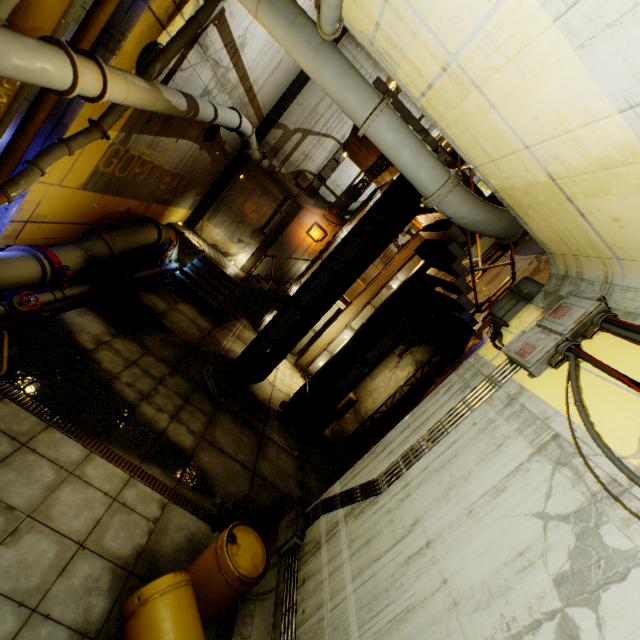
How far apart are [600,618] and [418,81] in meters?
5.3

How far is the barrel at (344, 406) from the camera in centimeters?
1331cm

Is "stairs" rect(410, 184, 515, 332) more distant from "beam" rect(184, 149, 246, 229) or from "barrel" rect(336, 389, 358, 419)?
"barrel" rect(336, 389, 358, 419)

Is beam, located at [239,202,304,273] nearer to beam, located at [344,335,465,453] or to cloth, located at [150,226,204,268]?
cloth, located at [150,226,204,268]

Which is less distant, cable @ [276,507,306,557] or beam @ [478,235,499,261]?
cable @ [276,507,306,557]

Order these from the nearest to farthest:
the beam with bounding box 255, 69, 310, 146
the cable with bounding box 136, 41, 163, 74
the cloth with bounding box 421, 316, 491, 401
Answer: the cable with bounding box 136, 41, 163, 74 < the cloth with bounding box 421, 316, 491, 401 < the beam with bounding box 255, 69, 310, 146

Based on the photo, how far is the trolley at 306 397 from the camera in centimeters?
998cm

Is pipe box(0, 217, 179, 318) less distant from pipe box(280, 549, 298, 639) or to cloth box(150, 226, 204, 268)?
cloth box(150, 226, 204, 268)
